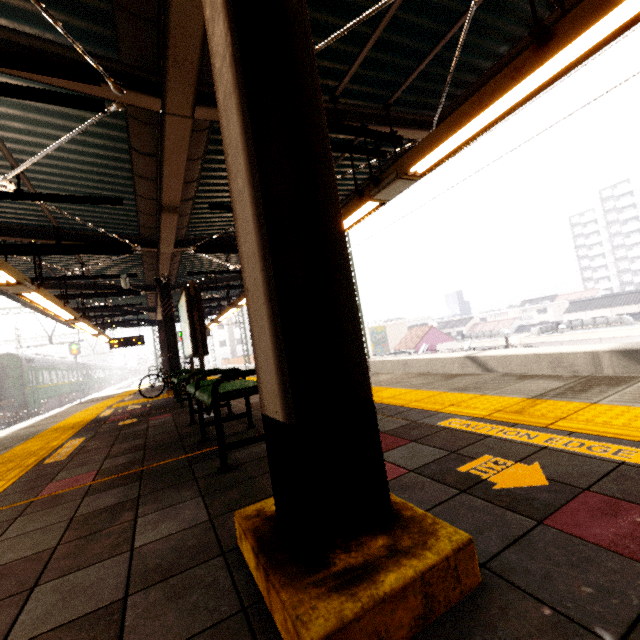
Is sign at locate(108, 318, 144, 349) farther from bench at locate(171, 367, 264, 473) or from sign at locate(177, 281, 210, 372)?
bench at locate(171, 367, 264, 473)

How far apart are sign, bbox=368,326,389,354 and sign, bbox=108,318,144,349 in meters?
25.8 m

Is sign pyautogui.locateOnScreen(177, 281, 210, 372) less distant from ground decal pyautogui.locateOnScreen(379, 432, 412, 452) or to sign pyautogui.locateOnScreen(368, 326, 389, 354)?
ground decal pyautogui.locateOnScreen(379, 432, 412, 452)

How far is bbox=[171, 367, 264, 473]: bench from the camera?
2.4m

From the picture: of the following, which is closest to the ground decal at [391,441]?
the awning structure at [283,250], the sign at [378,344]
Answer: the awning structure at [283,250]

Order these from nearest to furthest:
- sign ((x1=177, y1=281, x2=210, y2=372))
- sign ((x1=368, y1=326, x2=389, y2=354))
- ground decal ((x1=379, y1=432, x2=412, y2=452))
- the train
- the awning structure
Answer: the awning structure
ground decal ((x1=379, y1=432, x2=412, y2=452))
sign ((x1=177, y1=281, x2=210, y2=372))
the train
sign ((x1=368, y1=326, x2=389, y2=354))

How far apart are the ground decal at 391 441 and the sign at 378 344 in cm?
3506

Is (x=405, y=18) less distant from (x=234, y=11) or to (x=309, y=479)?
(x=234, y=11)
